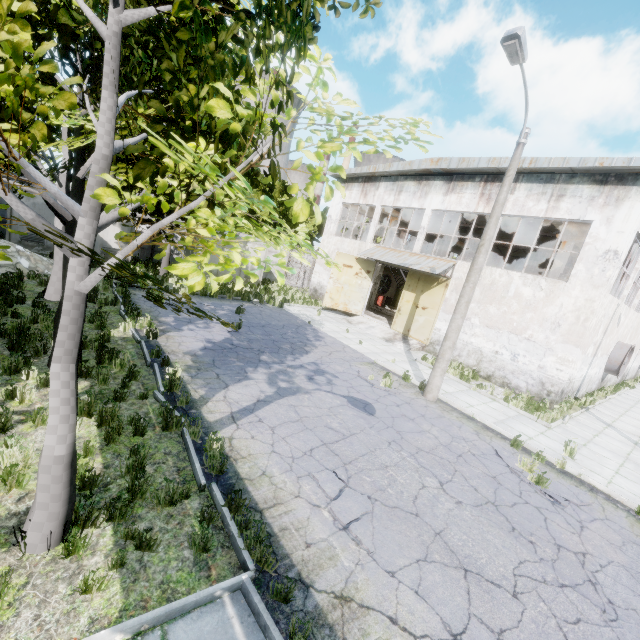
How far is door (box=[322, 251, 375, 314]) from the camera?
21.7m

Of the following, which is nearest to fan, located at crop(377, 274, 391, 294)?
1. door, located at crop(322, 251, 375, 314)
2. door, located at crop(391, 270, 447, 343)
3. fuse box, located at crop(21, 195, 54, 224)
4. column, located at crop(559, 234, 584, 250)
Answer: door, located at crop(322, 251, 375, 314)

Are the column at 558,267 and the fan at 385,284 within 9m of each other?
no

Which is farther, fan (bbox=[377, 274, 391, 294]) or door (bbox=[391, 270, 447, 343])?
fan (bbox=[377, 274, 391, 294])

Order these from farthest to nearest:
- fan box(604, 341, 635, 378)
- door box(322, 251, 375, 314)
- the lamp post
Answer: door box(322, 251, 375, 314)
fan box(604, 341, 635, 378)
the lamp post

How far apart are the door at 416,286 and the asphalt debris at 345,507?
13.5m

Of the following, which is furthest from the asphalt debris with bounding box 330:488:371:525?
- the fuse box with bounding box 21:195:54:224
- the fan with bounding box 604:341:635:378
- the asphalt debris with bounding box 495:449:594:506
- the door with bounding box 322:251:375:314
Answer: the fan with bounding box 604:341:635:378

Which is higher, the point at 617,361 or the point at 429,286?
the point at 429,286
